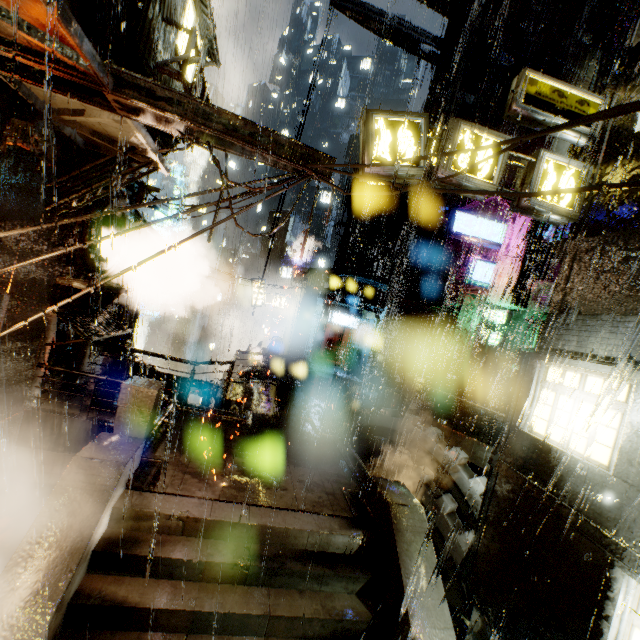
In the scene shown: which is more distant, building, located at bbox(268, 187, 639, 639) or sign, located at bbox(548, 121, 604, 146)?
sign, located at bbox(548, 121, 604, 146)

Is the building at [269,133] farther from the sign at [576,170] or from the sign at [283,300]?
the sign at [283,300]

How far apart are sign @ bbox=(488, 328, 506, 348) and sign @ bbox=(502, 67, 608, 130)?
13.40m

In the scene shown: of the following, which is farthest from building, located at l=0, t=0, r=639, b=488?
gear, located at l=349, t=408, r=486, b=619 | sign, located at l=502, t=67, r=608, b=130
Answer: gear, located at l=349, t=408, r=486, b=619

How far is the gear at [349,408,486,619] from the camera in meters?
10.0

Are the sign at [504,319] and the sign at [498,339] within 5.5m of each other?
yes

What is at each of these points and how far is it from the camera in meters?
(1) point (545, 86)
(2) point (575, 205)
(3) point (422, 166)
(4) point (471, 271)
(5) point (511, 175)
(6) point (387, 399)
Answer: (1) sign, 7.5
(2) sign, 7.5
(3) sign, 7.1
(4) sign, 20.7
(5) building, 22.4
(6) structural stair, 15.4

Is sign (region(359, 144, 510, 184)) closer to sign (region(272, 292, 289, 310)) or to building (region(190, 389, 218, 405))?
building (region(190, 389, 218, 405))
